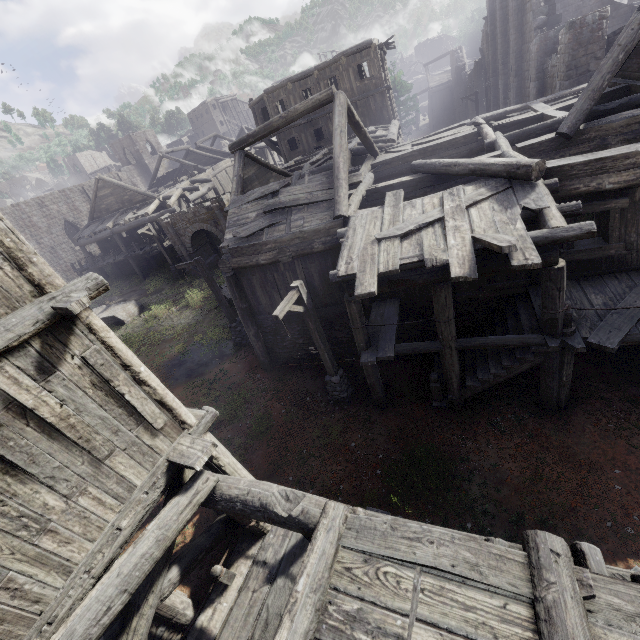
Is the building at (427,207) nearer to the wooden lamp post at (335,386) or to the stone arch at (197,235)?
the stone arch at (197,235)

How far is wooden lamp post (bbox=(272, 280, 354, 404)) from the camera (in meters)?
8.64

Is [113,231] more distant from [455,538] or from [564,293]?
[455,538]

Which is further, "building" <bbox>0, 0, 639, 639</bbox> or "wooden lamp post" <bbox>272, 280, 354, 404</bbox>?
"wooden lamp post" <bbox>272, 280, 354, 404</bbox>

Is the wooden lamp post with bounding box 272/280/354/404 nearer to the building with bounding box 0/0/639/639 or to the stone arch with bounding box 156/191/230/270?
the building with bounding box 0/0/639/639

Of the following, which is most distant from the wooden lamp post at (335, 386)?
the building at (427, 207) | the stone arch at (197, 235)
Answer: the stone arch at (197, 235)

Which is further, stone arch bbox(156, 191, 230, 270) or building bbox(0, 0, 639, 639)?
stone arch bbox(156, 191, 230, 270)

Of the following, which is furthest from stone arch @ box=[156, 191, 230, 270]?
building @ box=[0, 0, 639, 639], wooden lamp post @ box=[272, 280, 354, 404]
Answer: wooden lamp post @ box=[272, 280, 354, 404]
